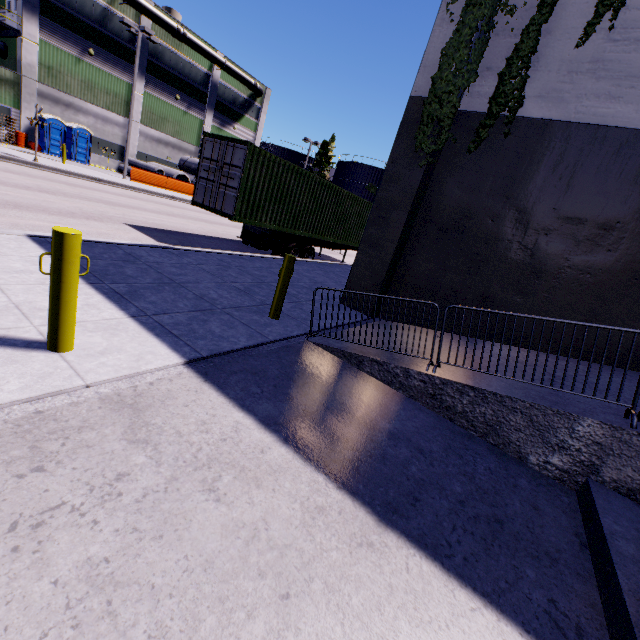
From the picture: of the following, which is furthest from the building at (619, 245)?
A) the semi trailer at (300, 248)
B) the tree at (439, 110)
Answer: the semi trailer at (300, 248)

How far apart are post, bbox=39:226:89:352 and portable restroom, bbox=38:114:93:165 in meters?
27.4

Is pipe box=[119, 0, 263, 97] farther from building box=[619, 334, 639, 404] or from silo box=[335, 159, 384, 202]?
silo box=[335, 159, 384, 202]

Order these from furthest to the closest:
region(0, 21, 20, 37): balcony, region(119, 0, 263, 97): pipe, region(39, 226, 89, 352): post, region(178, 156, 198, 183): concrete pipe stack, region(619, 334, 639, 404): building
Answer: region(178, 156, 198, 183): concrete pipe stack, region(119, 0, 263, 97): pipe, region(0, 21, 20, 37): balcony, region(619, 334, 639, 404): building, region(39, 226, 89, 352): post

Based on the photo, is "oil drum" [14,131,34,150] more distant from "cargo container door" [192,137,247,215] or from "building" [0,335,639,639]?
"cargo container door" [192,137,247,215]

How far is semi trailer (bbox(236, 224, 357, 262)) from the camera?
12.8 meters

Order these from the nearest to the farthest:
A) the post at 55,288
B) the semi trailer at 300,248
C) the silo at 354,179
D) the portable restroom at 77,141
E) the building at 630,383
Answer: the post at 55,288, the building at 630,383, the semi trailer at 300,248, the portable restroom at 77,141, the silo at 354,179

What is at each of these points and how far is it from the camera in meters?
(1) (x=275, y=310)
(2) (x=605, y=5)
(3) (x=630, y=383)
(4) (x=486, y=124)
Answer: (1) post, 5.8
(2) tree, 5.6
(3) building, 5.1
(4) tree, 6.7
